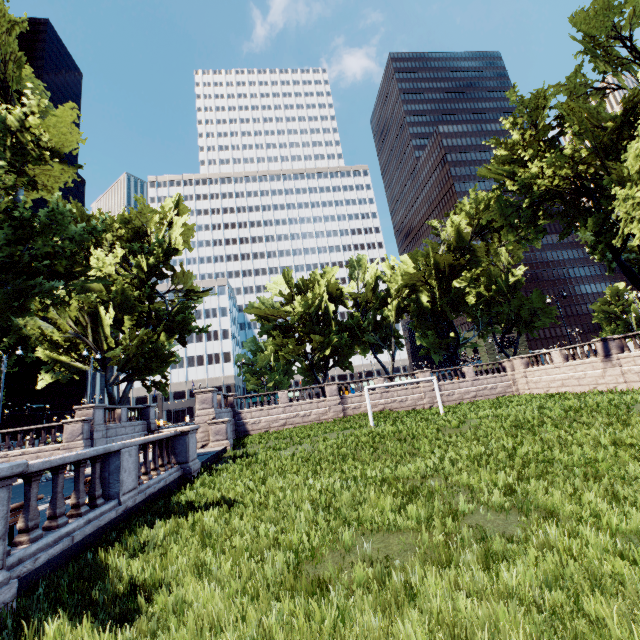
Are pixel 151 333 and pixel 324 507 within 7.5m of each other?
no

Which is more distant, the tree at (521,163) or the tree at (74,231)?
the tree at (521,163)

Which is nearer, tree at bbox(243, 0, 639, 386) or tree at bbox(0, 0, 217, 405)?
tree at bbox(0, 0, 217, 405)
